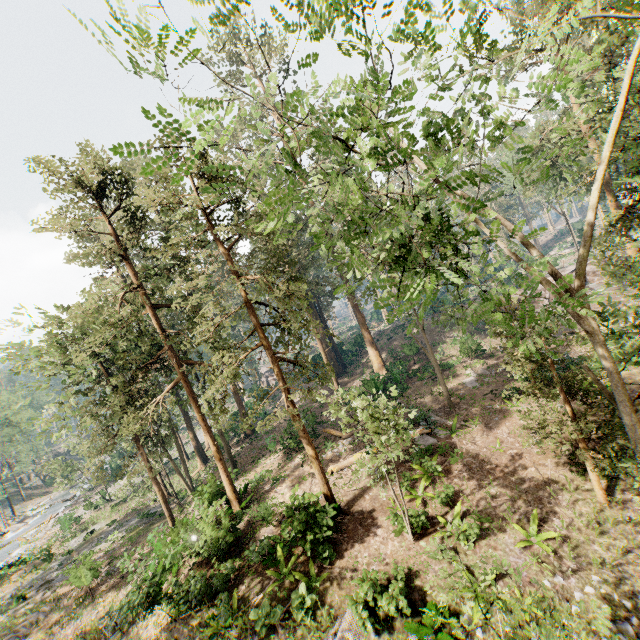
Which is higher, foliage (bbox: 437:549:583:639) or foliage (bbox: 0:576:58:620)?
foliage (bbox: 437:549:583:639)

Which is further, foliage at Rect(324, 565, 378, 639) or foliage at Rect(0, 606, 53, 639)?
foliage at Rect(0, 606, 53, 639)

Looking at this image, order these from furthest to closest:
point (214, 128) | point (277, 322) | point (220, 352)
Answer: point (214, 128) → point (277, 322) → point (220, 352)

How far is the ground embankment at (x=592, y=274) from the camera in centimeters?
3977cm

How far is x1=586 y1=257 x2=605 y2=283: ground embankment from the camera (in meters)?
39.77

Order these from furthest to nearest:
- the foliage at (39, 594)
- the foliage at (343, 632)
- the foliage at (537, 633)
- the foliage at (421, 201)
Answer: the foliage at (39, 594), the foliage at (343, 632), the foliage at (537, 633), the foliage at (421, 201)

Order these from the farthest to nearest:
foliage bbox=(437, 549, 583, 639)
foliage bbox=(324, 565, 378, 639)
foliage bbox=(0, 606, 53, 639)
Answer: foliage bbox=(0, 606, 53, 639)
foliage bbox=(324, 565, 378, 639)
foliage bbox=(437, 549, 583, 639)
